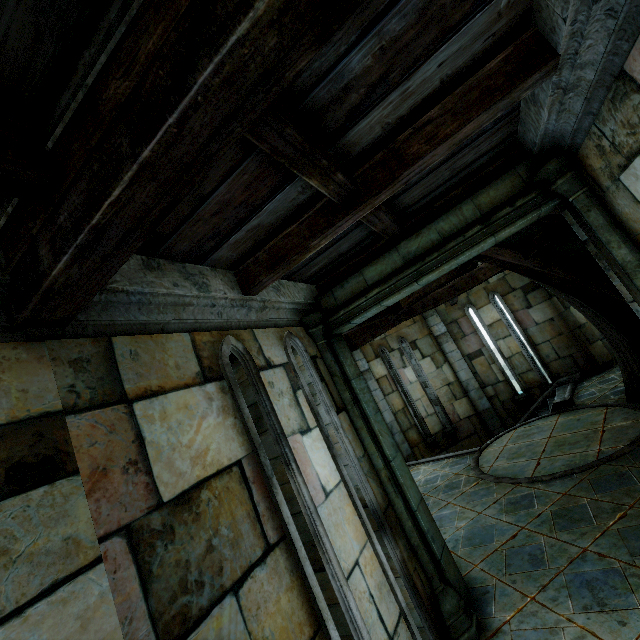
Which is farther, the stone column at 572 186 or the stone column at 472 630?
the stone column at 472 630

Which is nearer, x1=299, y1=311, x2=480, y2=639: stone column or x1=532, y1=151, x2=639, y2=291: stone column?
x1=532, y1=151, x2=639, y2=291: stone column

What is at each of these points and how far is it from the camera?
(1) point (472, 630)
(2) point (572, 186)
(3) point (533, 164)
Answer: (1) stone column, 3.33m
(2) stone column, 3.00m
(3) stone beam, 3.21m

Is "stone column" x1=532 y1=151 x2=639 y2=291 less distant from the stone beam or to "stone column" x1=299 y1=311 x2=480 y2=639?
the stone beam

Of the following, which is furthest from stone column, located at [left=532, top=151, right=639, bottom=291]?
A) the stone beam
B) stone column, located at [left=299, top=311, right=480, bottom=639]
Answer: stone column, located at [left=299, top=311, right=480, bottom=639]

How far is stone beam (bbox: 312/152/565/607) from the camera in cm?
329

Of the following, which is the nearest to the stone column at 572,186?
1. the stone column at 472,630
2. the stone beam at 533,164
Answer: the stone beam at 533,164
